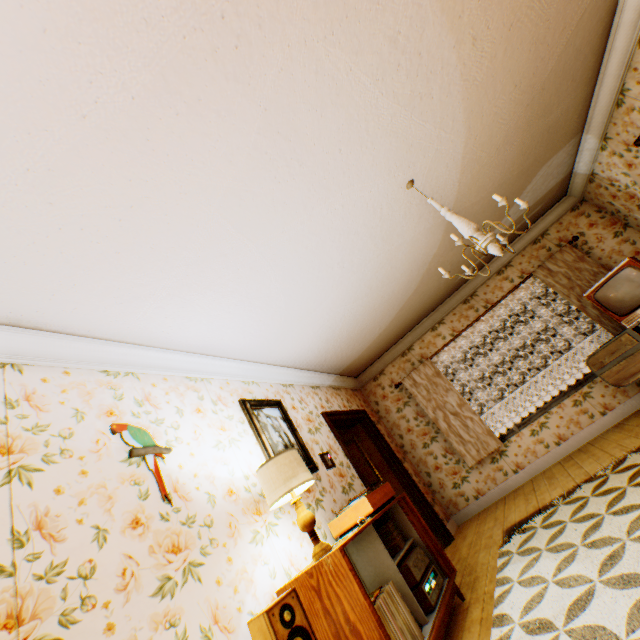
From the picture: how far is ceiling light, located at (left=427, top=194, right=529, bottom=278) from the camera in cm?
256

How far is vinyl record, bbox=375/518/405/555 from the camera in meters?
3.0

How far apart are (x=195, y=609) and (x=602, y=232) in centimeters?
739cm

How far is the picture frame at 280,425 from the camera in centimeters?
341cm

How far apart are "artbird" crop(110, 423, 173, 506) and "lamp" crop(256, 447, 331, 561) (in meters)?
0.69

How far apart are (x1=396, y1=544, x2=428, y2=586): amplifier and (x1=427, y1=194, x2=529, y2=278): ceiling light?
2.5m

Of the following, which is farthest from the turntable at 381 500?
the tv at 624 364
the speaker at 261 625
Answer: the tv at 624 364

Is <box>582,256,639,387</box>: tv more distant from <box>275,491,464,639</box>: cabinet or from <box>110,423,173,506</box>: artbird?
<box>110,423,173,506</box>: artbird
